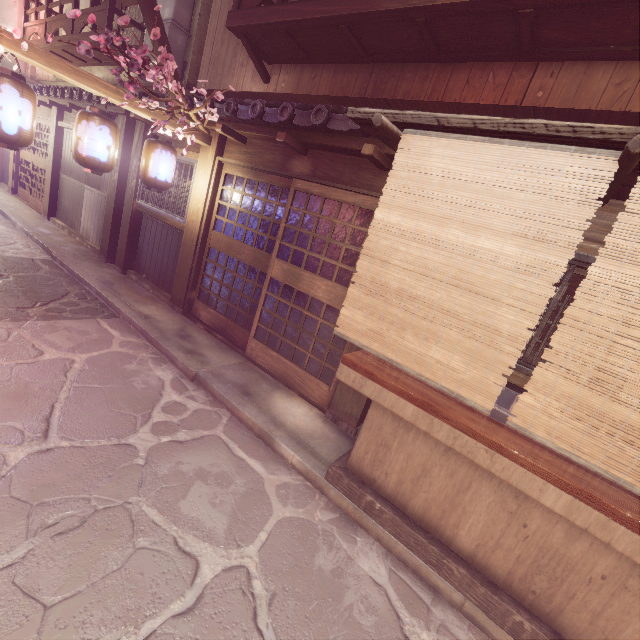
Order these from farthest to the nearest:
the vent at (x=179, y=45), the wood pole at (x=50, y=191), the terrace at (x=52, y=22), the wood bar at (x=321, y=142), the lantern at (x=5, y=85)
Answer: the wood pole at (x=50, y=191) → the terrace at (x=52, y=22) → the vent at (x=179, y=45) → the wood bar at (x=321, y=142) → the lantern at (x=5, y=85)

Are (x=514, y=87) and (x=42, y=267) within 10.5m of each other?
no

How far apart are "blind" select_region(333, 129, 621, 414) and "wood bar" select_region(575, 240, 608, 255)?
2.15m

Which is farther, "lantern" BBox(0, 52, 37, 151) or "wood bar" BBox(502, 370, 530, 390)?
"lantern" BBox(0, 52, 37, 151)

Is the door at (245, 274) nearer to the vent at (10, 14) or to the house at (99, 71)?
the house at (99, 71)

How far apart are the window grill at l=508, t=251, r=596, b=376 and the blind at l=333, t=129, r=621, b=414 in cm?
207

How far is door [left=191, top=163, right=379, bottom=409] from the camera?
7.56m

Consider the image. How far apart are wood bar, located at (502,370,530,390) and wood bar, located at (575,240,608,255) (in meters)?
2.03
